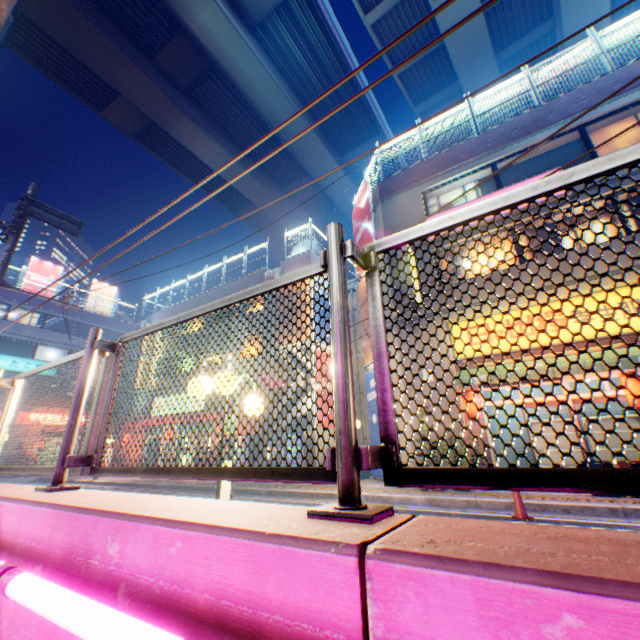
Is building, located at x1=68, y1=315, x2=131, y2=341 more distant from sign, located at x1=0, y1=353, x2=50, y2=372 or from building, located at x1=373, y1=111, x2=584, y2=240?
building, located at x1=373, y1=111, x2=584, y2=240

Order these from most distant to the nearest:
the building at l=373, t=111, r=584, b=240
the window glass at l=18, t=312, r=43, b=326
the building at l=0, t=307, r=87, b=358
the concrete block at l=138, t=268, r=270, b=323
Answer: the window glass at l=18, t=312, r=43, b=326 → the building at l=0, t=307, r=87, b=358 → the concrete block at l=138, t=268, r=270, b=323 → the building at l=373, t=111, r=584, b=240

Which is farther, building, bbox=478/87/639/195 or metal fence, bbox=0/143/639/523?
building, bbox=478/87/639/195

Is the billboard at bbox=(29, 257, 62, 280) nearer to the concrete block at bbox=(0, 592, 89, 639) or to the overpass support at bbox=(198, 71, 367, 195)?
the overpass support at bbox=(198, 71, 367, 195)

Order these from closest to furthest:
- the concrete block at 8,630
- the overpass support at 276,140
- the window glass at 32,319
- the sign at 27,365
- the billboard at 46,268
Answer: the concrete block at 8,630, the overpass support at 276,140, the sign at 27,365, the window glass at 32,319, the billboard at 46,268

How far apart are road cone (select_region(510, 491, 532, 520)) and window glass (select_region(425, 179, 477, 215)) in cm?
972

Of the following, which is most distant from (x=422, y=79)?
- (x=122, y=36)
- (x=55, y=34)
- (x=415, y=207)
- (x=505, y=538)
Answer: (x=505, y=538)

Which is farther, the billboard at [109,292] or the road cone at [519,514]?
the billboard at [109,292]
